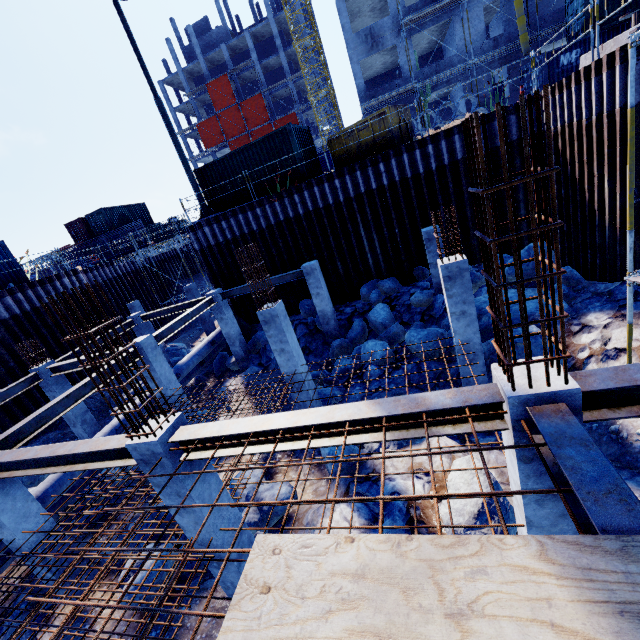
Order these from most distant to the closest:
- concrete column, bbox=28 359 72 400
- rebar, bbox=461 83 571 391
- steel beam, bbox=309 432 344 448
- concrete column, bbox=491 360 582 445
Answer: concrete column, bbox=28 359 72 400
steel beam, bbox=309 432 344 448
concrete column, bbox=491 360 582 445
rebar, bbox=461 83 571 391

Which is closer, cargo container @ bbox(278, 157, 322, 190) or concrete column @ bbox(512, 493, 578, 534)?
concrete column @ bbox(512, 493, 578, 534)

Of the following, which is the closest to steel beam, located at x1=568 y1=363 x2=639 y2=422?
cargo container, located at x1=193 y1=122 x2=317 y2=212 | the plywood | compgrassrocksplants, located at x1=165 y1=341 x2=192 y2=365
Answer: the plywood

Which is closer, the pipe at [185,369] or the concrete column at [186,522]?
the concrete column at [186,522]

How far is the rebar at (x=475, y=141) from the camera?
2.36m

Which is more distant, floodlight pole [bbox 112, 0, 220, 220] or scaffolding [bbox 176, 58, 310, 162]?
scaffolding [bbox 176, 58, 310, 162]

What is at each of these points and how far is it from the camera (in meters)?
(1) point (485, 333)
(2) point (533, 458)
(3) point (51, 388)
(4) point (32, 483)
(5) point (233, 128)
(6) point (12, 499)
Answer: (1) rock, 9.70
(2) concrete column, 3.32
(3) concrete column, 12.33
(4) compgrassrocksplants, 11.58
(5) scaffolding, 49.25
(6) concrete column, 6.70

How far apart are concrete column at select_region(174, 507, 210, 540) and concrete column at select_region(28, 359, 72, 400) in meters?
10.3 m
